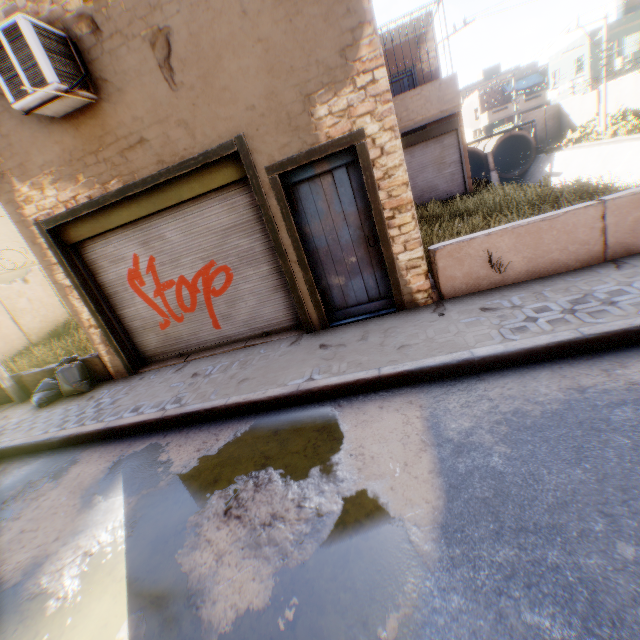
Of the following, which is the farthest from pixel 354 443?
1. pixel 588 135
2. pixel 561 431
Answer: pixel 588 135

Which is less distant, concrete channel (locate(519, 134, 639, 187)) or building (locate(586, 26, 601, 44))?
concrete channel (locate(519, 134, 639, 187))

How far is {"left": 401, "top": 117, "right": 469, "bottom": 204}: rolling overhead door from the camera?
13.5m

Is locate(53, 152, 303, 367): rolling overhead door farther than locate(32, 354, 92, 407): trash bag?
No

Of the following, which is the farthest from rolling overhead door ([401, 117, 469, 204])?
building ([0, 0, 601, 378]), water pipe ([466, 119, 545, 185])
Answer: water pipe ([466, 119, 545, 185])

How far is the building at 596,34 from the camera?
27.50m

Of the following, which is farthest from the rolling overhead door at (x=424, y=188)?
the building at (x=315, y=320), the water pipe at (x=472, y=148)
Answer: the water pipe at (x=472, y=148)

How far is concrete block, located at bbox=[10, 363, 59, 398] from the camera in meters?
7.4
